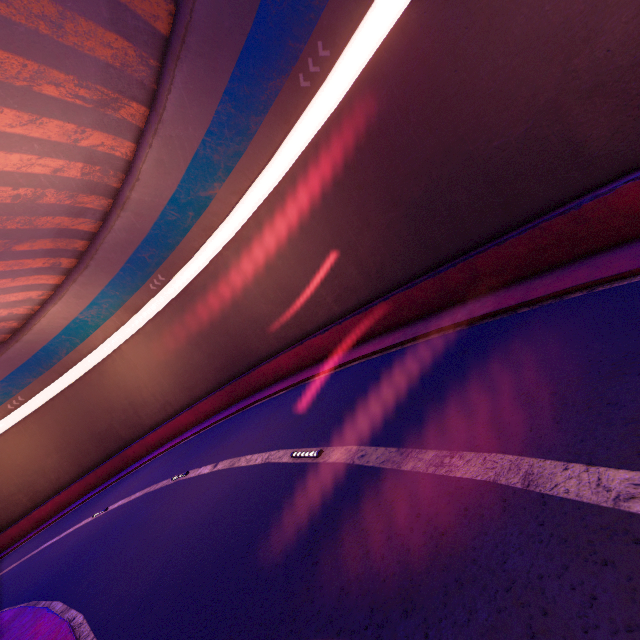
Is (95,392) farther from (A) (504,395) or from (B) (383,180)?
(A) (504,395)
